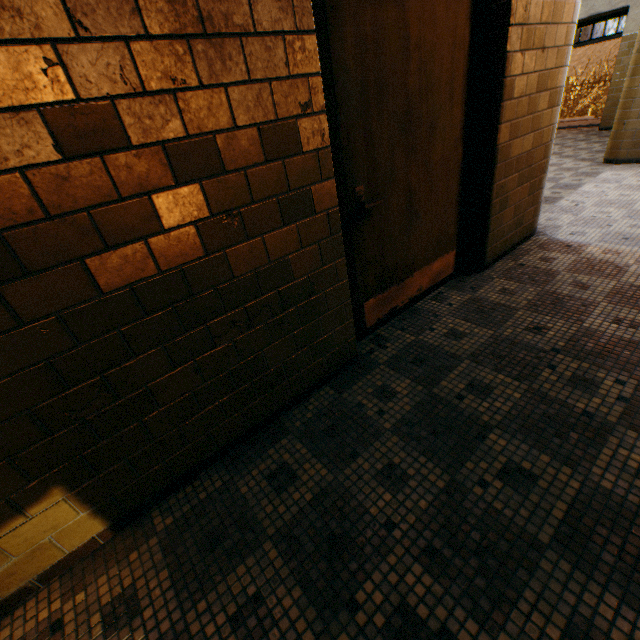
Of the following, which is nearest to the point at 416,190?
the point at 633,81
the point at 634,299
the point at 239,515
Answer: the point at 634,299
